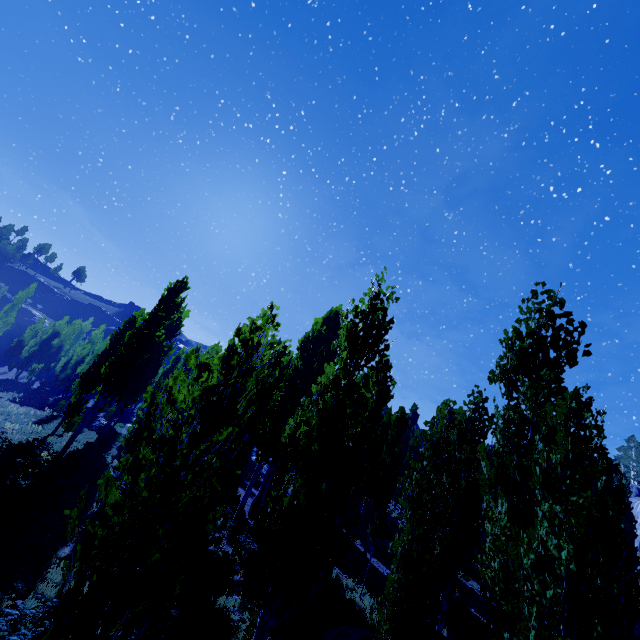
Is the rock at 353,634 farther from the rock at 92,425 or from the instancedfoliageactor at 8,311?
the rock at 92,425

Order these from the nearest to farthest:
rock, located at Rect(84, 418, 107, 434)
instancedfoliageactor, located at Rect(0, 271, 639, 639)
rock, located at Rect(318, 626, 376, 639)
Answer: instancedfoliageactor, located at Rect(0, 271, 639, 639) → rock, located at Rect(318, 626, 376, 639) → rock, located at Rect(84, 418, 107, 434)

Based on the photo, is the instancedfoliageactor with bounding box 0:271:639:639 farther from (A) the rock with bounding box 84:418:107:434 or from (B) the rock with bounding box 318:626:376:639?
(A) the rock with bounding box 84:418:107:434

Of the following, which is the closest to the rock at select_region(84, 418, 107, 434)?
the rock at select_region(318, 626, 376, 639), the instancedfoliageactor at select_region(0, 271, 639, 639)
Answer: the instancedfoliageactor at select_region(0, 271, 639, 639)

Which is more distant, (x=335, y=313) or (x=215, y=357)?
(x=335, y=313)

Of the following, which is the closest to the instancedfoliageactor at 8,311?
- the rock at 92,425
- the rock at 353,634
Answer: the rock at 353,634
